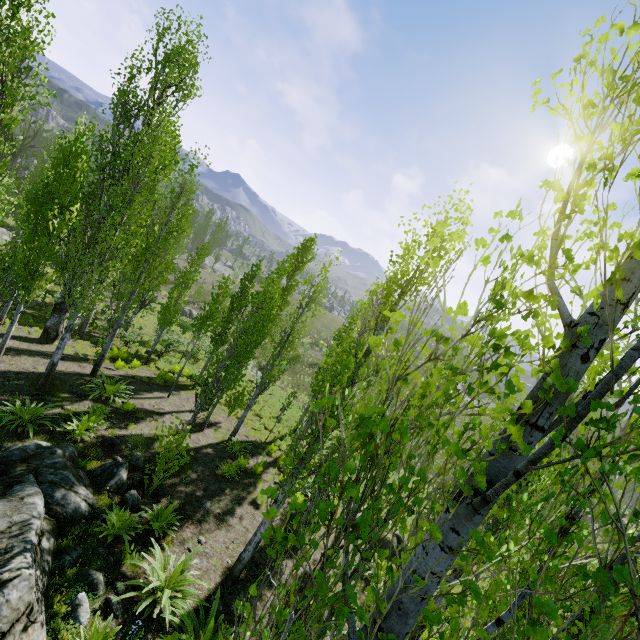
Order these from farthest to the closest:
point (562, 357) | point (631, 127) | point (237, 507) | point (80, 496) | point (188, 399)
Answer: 1. point (188, 399)
2. point (237, 507)
3. point (80, 496)
4. point (562, 357)
5. point (631, 127)

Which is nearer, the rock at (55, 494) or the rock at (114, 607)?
the rock at (55, 494)

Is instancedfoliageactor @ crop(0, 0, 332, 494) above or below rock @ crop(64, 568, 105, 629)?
above

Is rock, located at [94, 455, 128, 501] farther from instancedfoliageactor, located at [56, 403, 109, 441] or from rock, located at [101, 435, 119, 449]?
rock, located at [101, 435, 119, 449]

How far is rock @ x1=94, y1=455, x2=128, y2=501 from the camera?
8.41m

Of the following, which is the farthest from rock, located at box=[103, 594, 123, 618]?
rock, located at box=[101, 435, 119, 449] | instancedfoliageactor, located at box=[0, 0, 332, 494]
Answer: rock, located at box=[101, 435, 119, 449]

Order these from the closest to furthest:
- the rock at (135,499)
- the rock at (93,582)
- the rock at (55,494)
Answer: the rock at (55,494), the rock at (93,582), the rock at (135,499)
